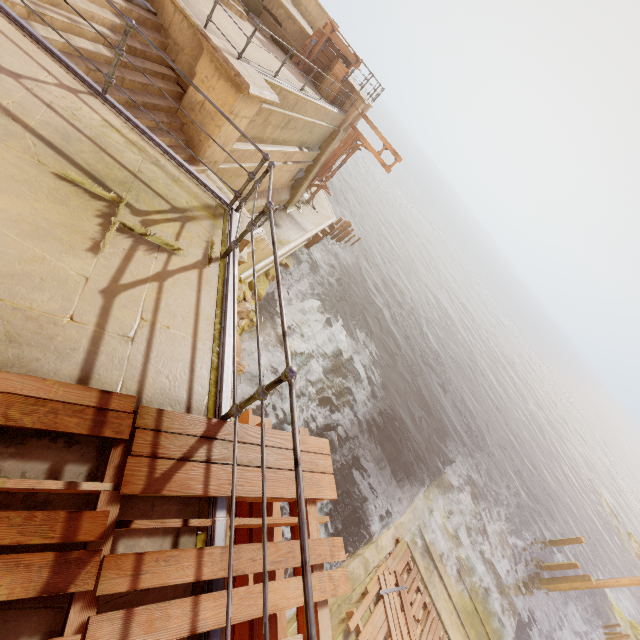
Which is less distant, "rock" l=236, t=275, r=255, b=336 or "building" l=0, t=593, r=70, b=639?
"building" l=0, t=593, r=70, b=639

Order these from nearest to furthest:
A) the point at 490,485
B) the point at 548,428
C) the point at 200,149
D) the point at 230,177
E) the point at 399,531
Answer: the point at 200,149, the point at 230,177, the point at 399,531, the point at 490,485, the point at 548,428

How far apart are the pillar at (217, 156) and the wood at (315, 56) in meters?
7.1 m

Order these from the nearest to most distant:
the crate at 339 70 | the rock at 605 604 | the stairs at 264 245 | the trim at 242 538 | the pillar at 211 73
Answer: the trim at 242 538 → the pillar at 211 73 → the stairs at 264 245 → the crate at 339 70 → the rock at 605 604

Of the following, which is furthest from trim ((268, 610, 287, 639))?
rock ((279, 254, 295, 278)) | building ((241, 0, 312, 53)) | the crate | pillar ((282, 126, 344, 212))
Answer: pillar ((282, 126, 344, 212))

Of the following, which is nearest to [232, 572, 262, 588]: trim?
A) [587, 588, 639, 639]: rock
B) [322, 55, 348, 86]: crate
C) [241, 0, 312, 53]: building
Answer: [241, 0, 312, 53]: building

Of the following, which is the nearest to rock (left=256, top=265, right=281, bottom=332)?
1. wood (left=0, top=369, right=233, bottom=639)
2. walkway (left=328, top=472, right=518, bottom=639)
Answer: walkway (left=328, top=472, right=518, bottom=639)

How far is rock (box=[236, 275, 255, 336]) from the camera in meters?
12.5
